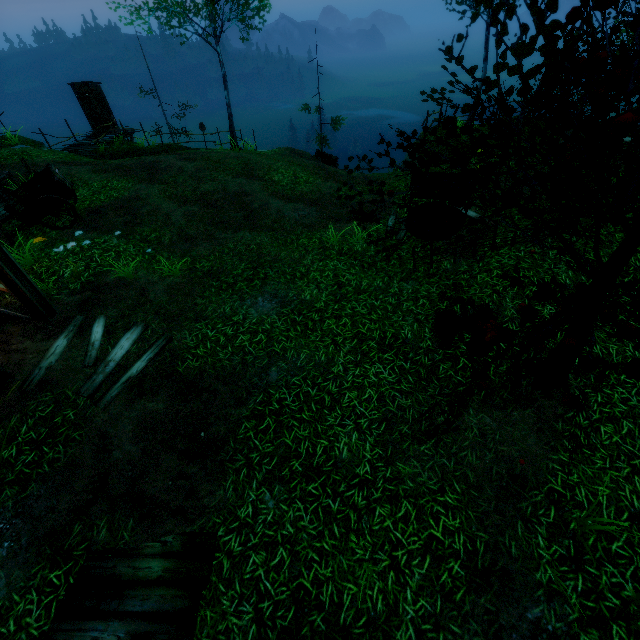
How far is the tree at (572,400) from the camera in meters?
2.3

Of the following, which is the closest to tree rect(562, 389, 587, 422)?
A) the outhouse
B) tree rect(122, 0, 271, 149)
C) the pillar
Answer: tree rect(122, 0, 271, 149)

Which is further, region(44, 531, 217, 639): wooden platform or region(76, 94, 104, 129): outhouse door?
region(76, 94, 104, 129): outhouse door

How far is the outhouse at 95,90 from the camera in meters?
18.7 m

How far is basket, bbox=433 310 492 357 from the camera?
5.7m

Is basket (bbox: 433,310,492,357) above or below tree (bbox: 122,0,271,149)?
below

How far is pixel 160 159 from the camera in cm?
1413

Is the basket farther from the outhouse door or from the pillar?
the outhouse door
